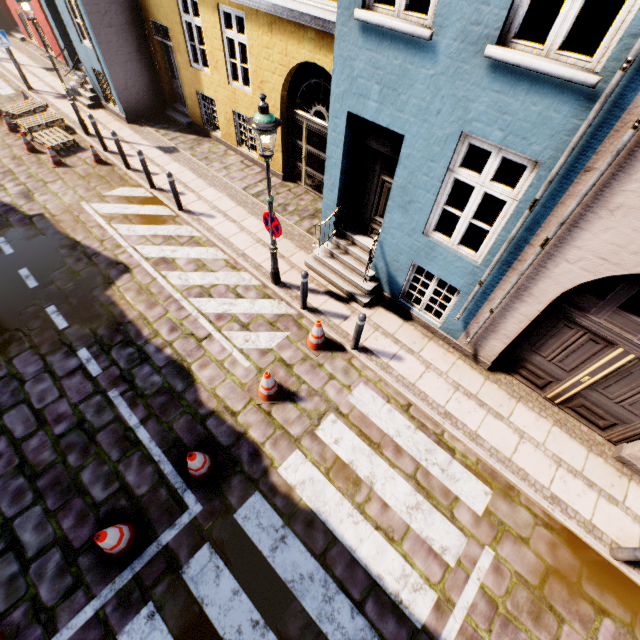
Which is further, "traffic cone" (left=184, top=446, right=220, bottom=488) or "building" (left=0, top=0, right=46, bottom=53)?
"building" (left=0, top=0, right=46, bottom=53)

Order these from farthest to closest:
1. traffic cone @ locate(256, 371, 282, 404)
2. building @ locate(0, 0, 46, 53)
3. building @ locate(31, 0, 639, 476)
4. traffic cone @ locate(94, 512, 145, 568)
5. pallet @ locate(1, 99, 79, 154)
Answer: building @ locate(0, 0, 46, 53)
pallet @ locate(1, 99, 79, 154)
traffic cone @ locate(256, 371, 282, 404)
traffic cone @ locate(94, 512, 145, 568)
building @ locate(31, 0, 639, 476)

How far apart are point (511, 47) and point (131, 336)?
7.69m

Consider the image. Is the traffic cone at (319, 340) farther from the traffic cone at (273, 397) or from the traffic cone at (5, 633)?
the traffic cone at (5, 633)

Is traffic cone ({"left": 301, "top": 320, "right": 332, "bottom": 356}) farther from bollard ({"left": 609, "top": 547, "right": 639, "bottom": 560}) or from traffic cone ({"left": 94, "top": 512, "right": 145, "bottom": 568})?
bollard ({"left": 609, "top": 547, "right": 639, "bottom": 560})

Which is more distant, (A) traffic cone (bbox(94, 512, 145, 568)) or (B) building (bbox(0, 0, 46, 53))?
(B) building (bbox(0, 0, 46, 53))

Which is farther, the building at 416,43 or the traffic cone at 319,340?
the traffic cone at 319,340

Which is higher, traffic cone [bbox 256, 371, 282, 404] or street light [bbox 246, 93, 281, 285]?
street light [bbox 246, 93, 281, 285]
